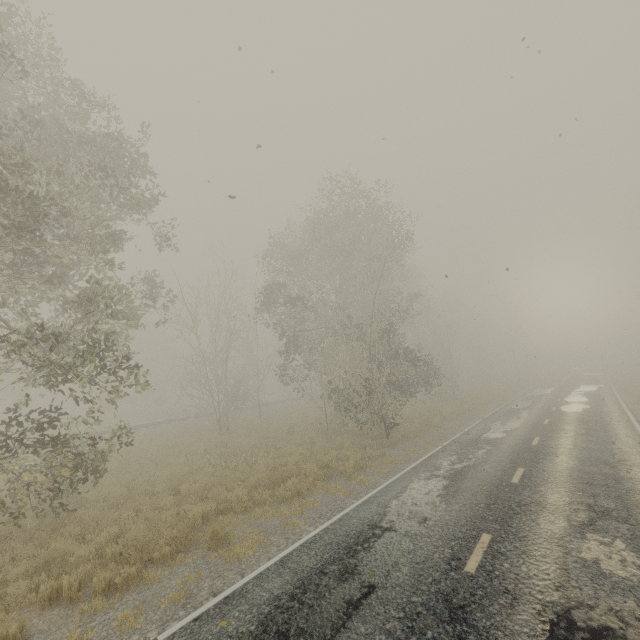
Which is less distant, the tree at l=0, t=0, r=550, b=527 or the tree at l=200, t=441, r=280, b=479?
the tree at l=0, t=0, r=550, b=527

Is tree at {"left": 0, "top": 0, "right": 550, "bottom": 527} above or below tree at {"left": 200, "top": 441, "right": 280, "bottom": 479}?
above

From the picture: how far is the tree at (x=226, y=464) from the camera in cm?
1403

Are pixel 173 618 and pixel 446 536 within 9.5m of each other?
yes

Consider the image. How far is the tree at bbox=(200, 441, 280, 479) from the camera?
14.0 meters

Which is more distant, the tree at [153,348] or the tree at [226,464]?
the tree at [226,464]
